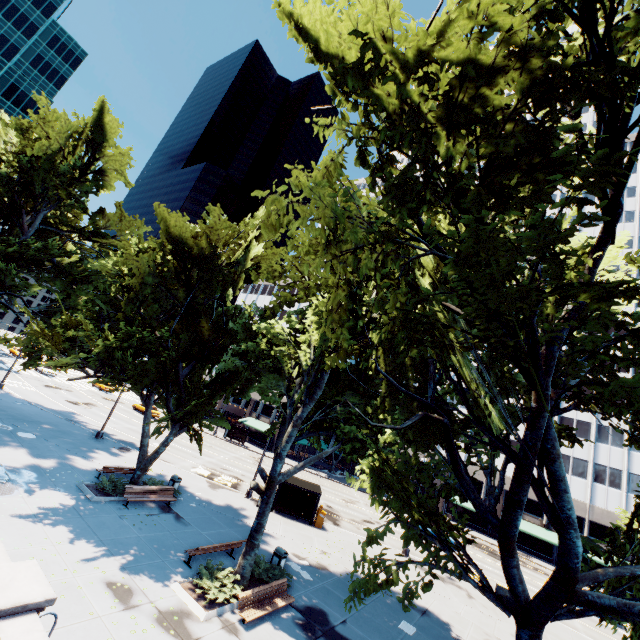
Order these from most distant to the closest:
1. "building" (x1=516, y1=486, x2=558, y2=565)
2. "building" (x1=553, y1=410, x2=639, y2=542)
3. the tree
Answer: "building" (x1=516, y1=486, x2=558, y2=565) → "building" (x1=553, y1=410, x2=639, y2=542) → the tree

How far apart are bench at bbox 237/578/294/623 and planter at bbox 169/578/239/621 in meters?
0.5 m

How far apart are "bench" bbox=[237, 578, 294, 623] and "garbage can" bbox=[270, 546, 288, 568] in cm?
156

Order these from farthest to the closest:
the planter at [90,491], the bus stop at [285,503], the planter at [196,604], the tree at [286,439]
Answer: the bus stop at [285,503] → the planter at [90,491] → the planter at [196,604] → the tree at [286,439]

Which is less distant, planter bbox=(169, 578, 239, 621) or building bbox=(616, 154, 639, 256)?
planter bbox=(169, 578, 239, 621)

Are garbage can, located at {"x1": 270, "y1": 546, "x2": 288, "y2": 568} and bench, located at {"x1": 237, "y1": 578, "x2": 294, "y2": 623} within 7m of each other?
yes

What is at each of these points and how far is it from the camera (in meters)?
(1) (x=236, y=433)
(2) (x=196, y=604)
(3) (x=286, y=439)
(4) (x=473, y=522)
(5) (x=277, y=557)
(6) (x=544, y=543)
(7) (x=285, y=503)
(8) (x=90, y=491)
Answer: (1) bus stop, 50.81
(2) planter, 10.93
(3) tree, 13.27
(4) building, 49.44
(5) garbage can, 15.13
(6) building, 44.66
(7) bus stop, 23.84
(8) planter, 16.23

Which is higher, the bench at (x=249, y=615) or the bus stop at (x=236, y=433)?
the bus stop at (x=236, y=433)
